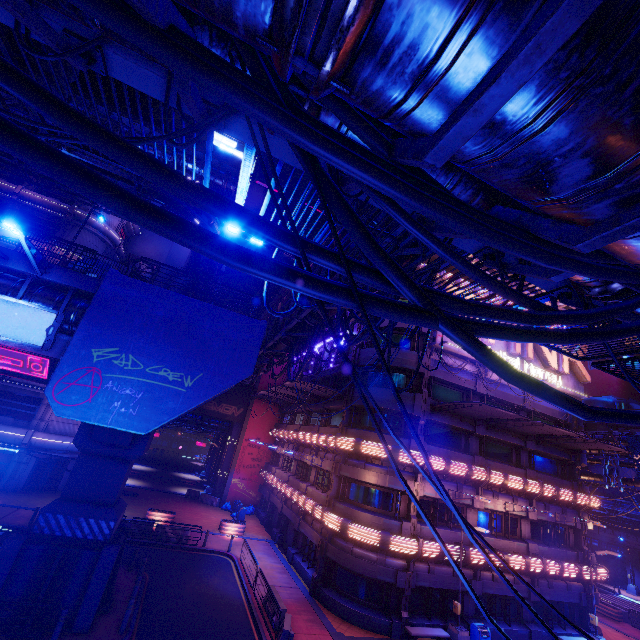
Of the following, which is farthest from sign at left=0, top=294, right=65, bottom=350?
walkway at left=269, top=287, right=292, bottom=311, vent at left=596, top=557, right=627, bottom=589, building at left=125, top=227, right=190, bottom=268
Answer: vent at left=596, top=557, right=627, bottom=589

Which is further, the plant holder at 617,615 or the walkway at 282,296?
the plant holder at 617,615

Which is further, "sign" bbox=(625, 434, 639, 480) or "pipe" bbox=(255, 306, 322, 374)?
"sign" bbox=(625, 434, 639, 480)

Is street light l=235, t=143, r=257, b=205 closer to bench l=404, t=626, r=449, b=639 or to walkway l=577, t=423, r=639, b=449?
bench l=404, t=626, r=449, b=639

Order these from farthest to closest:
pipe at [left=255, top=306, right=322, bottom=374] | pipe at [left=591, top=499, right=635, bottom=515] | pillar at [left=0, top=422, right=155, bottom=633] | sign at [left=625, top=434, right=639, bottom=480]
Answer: pipe at [left=591, top=499, right=635, bottom=515], sign at [left=625, top=434, right=639, bottom=480], pipe at [left=255, top=306, right=322, bottom=374], pillar at [left=0, top=422, right=155, bottom=633]

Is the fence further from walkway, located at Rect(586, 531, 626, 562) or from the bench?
walkway, located at Rect(586, 531, 626, 562)

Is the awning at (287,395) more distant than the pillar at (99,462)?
Yes

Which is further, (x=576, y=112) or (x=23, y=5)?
(x=23, y=5)
